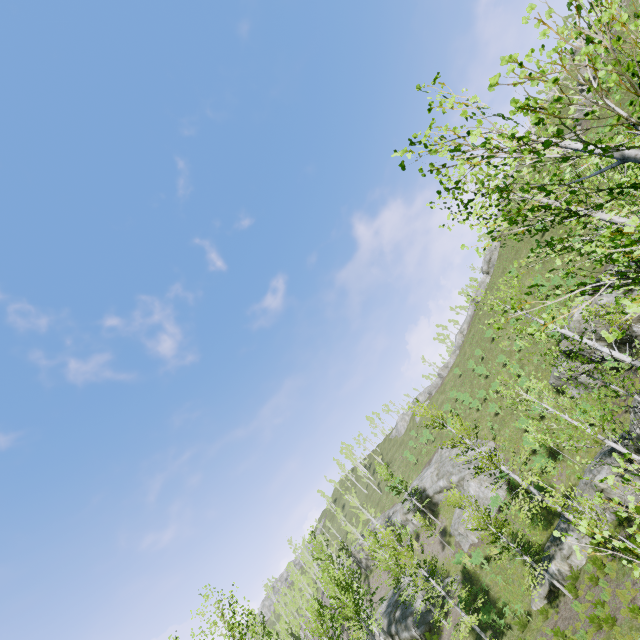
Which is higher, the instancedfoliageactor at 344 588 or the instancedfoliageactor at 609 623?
the instancedfoliageactor at 344 588

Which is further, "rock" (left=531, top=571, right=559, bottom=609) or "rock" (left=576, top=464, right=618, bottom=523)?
"rock" (left=531, top=571, right=559, bottom=609)

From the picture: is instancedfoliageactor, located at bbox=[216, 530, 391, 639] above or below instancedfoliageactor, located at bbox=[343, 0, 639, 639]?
above

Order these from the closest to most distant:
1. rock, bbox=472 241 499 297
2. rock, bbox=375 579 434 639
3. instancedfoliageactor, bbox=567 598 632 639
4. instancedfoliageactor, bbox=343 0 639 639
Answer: instancedfoliageactor, bbox=343 0 639 639 < instancedfoliageactor, bbox=567 598 632 639 < rock, bbox=375 579 434 639 < rock, bbox=472 241 499 297

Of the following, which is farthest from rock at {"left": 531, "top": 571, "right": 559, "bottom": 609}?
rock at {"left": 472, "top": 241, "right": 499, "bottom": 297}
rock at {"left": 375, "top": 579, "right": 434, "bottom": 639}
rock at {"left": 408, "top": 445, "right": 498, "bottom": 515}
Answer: rock at {"left": 472, "top": 241, "right": 499, "bottom": 297}

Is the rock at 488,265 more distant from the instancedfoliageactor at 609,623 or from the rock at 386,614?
the rock at 386,614

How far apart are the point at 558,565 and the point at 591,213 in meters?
22.9

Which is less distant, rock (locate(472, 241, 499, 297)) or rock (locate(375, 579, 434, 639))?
rock (locate(375, 579, 434, 639))
